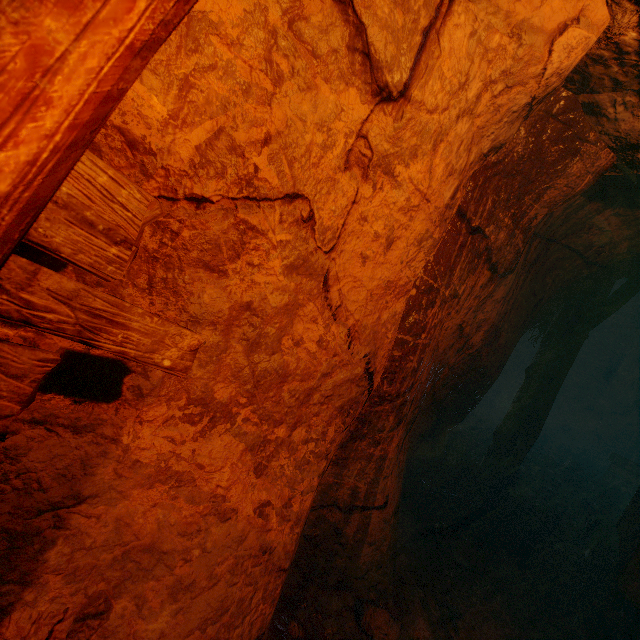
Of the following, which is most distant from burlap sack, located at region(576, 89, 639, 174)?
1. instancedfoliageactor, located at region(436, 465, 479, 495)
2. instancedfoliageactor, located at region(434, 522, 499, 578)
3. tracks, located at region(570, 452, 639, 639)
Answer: instancedfoliageactor, located at region(436, 465, 479, 495)

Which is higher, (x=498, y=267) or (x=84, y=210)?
(x=498, y=267)

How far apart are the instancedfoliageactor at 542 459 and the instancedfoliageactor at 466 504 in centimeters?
340cm

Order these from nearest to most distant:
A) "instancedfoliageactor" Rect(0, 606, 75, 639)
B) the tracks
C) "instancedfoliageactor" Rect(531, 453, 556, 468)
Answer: "instancedfoliageactor" Rect(0, 606, 75, 639)
the tracks
"instancedfoliageactor" Rect(531, 453, 556, 468)

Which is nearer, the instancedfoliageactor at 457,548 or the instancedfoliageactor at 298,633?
the instancedfoliageactor at 298,633

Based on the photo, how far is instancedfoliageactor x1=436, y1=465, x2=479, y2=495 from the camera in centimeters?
524cm

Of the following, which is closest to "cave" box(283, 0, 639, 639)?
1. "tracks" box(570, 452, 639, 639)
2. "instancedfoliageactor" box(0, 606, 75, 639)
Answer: "tracks" box(570, 452, 639, 639)

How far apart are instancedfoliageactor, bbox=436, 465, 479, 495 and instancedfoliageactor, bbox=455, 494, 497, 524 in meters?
0.3
